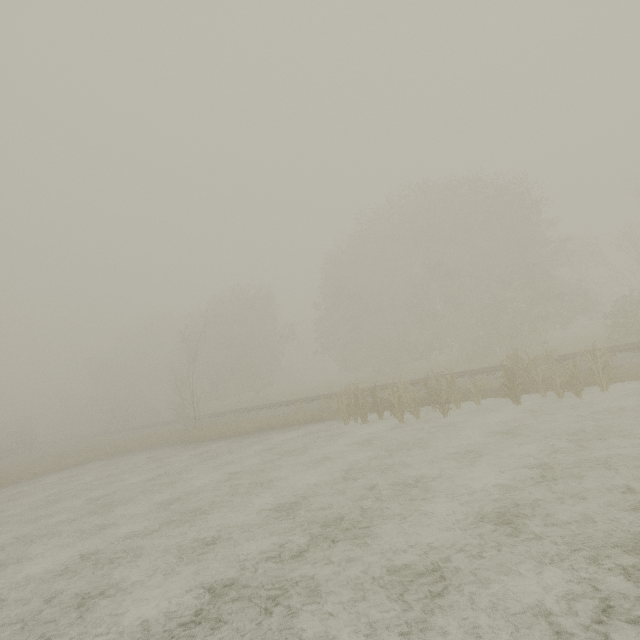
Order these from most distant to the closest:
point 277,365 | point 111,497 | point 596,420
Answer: point 277,365 < point 111,497 < point 596,420
